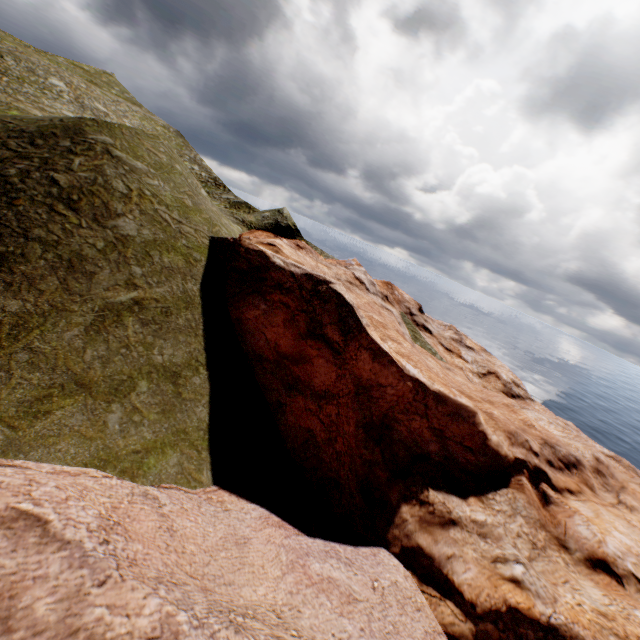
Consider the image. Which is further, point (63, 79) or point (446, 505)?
point (63, 79)
